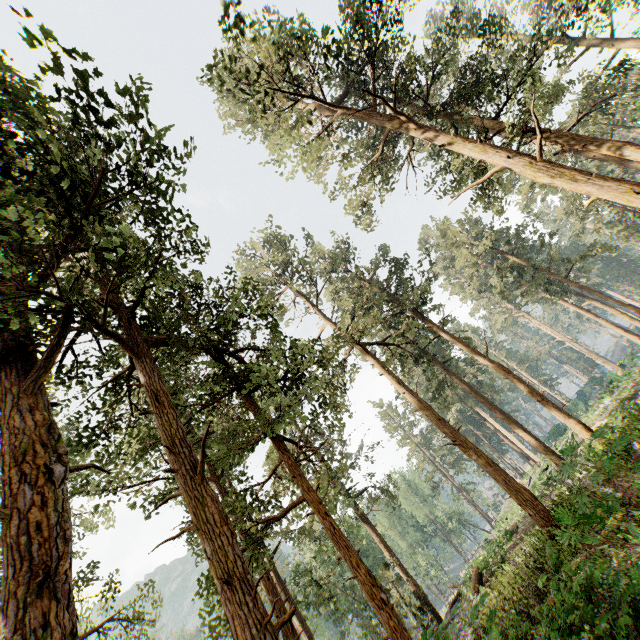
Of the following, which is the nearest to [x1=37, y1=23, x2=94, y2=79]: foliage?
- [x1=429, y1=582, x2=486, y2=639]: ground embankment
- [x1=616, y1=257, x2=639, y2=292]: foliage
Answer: [x1=429, y1=582, x2=486, y2=639]: ground embankment

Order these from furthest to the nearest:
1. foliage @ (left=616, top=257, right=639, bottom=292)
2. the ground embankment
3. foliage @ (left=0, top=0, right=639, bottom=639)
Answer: foliage @ (left=616, top=257, right=639, bottom=292), the ground embankment, foliage @ (left=0, top=0, right=639, bottom=639)

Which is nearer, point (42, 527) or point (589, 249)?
point (42, 527)

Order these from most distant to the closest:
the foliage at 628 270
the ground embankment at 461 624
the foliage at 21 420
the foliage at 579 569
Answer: the foliage at 628 270
the ground embankment at 461 624
the foliage at 21 420
the foliage at 579 569

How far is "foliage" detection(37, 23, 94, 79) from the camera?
6.4m

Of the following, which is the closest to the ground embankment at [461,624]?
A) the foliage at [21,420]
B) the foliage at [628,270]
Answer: the foliage at [21,420]
